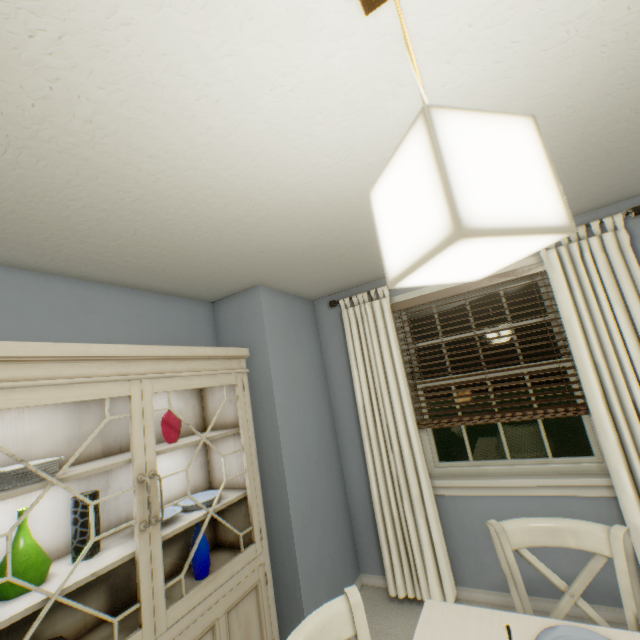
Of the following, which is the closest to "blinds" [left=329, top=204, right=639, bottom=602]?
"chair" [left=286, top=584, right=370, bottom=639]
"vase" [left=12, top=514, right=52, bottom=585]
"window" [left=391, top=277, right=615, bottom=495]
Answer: "window" [left=391, top=277, right=615, bottom=495]

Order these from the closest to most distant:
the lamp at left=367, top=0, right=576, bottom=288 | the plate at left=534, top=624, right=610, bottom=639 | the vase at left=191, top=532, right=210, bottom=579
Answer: the lamp at left=367, top=0, right=576, bottom=288 → the plate at left=534, top=624, right=610, bottom=639 → the vase at left=191, top=532, right=210, bottom=579

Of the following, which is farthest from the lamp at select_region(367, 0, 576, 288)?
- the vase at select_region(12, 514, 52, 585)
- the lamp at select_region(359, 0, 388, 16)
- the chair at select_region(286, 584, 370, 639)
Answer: the vase at select_region(12, 514, 52, 585)

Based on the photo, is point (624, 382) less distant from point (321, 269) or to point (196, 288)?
point (321, 269)

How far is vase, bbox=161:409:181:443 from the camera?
1.8m

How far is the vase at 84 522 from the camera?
1.35m

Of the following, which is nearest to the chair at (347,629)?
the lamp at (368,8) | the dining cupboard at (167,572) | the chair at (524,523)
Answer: the chair at (524,523)

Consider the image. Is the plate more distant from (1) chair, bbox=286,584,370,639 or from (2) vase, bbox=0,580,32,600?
(2) vase, bbox=0,580,32,600
